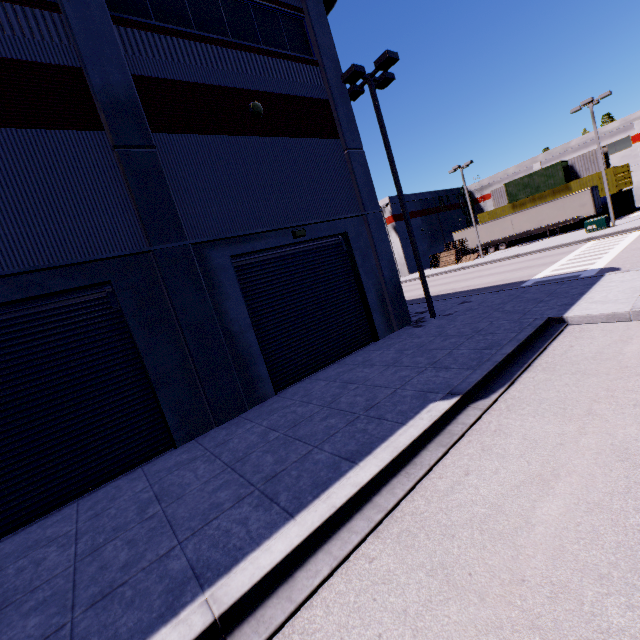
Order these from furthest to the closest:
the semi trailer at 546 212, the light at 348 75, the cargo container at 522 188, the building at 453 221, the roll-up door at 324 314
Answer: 1. the building at 453 221
2. the cargo container at 522 188
3. the semi trailer at 546 212
4. the light at 348 75
5. the roll-up door at 324 314

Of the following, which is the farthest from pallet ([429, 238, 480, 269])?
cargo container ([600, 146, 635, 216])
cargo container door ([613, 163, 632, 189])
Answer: cargo container door ([613, 163, 632, 189])

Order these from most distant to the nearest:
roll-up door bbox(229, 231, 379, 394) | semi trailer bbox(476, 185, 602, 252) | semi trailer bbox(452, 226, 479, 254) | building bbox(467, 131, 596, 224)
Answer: building bbox(467, 131, 596, 224) → semi trailer bbox(452, 226, 479, 254) → semi trailer bbox(476, 185, 602, 252) → roll-up door bbox(229, 231, 379, 394)

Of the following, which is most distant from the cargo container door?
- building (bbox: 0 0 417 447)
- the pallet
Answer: the pallet

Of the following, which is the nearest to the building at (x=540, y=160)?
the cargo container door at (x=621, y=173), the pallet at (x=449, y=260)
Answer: the pallet at (x=449, y=260)

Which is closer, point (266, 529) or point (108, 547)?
point (266, 529)

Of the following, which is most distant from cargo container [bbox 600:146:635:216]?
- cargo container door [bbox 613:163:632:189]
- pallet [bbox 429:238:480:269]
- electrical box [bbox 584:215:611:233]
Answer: electrical box [bbox 584:215:611:233]

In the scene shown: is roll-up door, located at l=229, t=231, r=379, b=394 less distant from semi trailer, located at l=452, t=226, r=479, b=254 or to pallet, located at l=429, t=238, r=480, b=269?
semi trailer, located at l=452, t=226, r=479, b=254
